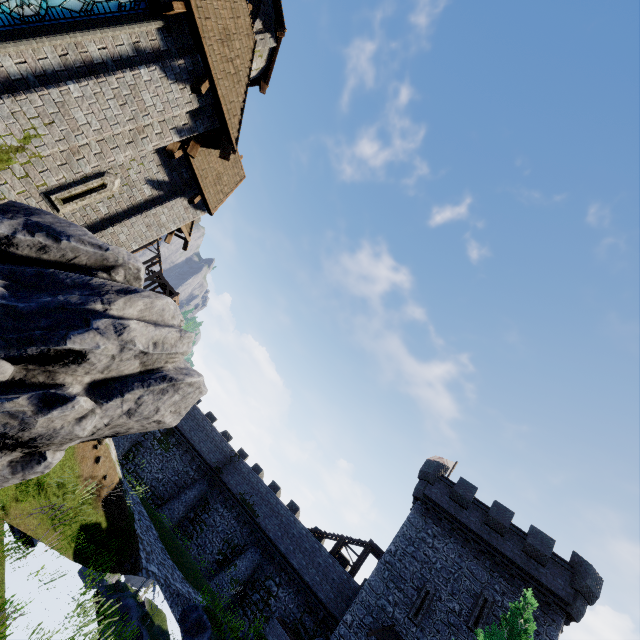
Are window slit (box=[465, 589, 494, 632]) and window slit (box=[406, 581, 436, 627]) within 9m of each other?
yes

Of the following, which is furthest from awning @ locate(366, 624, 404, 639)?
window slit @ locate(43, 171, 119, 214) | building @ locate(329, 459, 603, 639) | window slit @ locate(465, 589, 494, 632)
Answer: window slit @ locate(43, 171, 119, 214)

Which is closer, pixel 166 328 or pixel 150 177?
pixel 166 328

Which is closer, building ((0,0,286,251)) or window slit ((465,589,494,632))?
building ((0,0,286,251))

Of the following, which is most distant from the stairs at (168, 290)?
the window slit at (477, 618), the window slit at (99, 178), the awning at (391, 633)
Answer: the window slit at (477, 618)

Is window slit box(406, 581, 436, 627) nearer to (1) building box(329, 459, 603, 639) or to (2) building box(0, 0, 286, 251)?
(1) building box(329, 459, 603, 639)

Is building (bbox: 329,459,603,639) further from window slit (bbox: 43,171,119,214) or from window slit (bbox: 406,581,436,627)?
window slit (bbox: 43,171,119,214)

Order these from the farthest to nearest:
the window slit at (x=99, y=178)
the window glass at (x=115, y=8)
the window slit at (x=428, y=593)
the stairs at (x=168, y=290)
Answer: the stairs at (x=168, y=290)
the window slit at (x=428, y=593)
the window slit at (x=99, y=178)
the window glass at (x=115, y=8)
